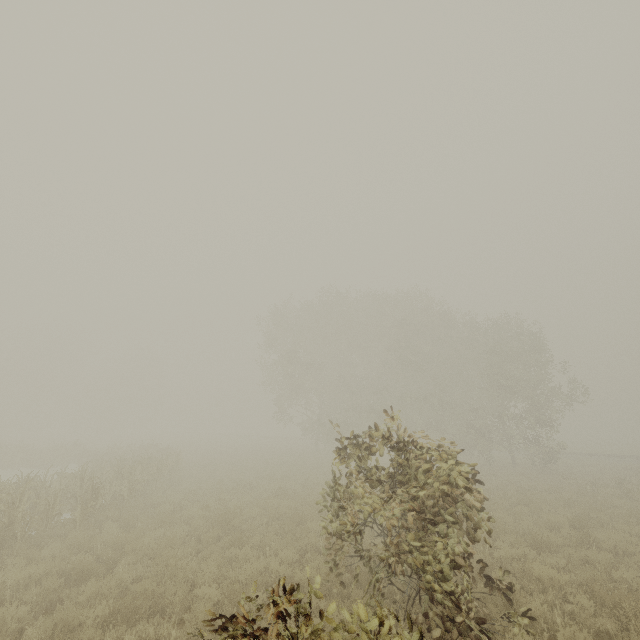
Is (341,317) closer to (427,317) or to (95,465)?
(427,317)
